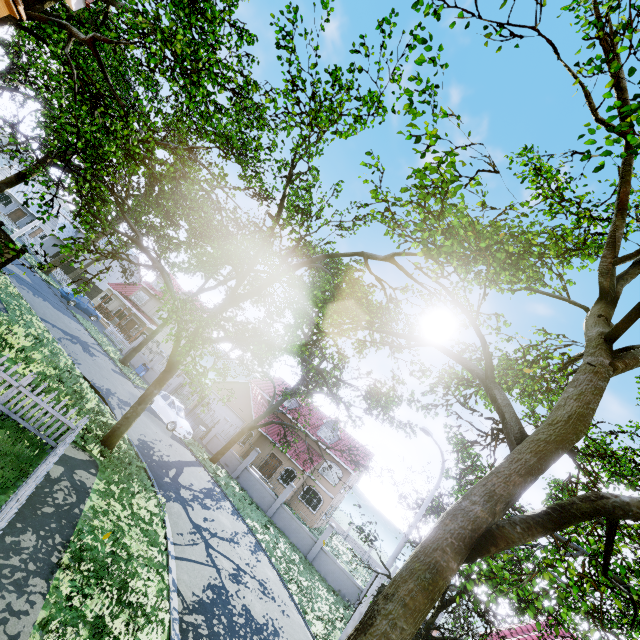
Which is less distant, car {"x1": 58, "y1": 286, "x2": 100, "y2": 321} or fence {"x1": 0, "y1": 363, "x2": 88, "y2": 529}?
fence {"x1": 0, "y1": 363, "x2": 88, "y2": 529}

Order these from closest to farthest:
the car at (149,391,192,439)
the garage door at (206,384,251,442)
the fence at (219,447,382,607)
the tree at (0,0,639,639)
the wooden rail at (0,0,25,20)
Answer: the wooden rail at (0,0,25,20)
the tree at (0,0,639,639)
the fence at (219,447,382,607)
the car at (149,391,192,439)
the garage door at (206,384,251,442)

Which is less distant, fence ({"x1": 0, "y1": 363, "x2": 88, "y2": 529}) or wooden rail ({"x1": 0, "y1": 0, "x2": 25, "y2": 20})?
wooden rail ({"x1": 0, "y1": 0, "x2": 25, "y2": 20})

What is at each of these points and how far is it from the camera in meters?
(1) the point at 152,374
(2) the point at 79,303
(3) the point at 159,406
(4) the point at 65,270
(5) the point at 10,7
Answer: (1) fence, 28.7
(2) car, 30.5
(3) car, 21.3
(4) fence, 41.6
(5) wooden rail, 1.8

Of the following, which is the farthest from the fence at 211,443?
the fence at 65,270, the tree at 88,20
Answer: the fence at 65,270

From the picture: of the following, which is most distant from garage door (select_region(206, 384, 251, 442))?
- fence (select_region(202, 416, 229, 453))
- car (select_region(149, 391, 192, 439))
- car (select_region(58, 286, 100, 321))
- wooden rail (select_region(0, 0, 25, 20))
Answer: wooden rail (select_region(0, 0, 25, 20))

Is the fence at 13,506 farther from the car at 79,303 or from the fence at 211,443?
the fence at 211,443

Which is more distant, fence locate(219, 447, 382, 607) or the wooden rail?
fence locate(219, 447, 382, 607)
